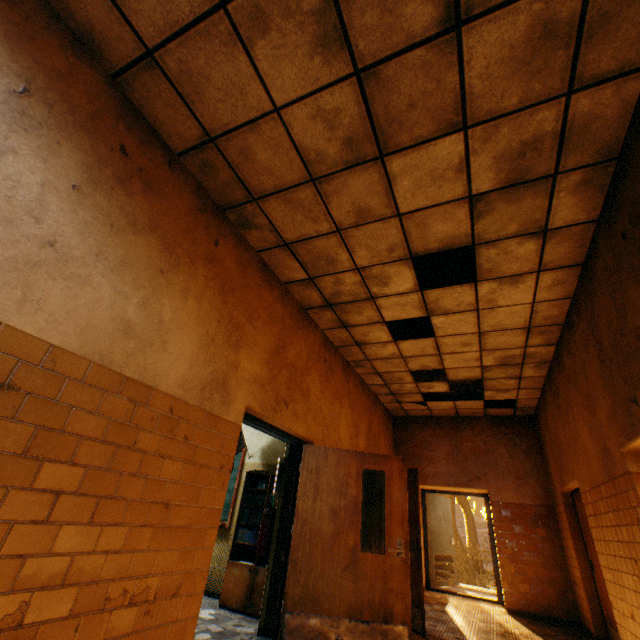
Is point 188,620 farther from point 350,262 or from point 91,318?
point 350,262

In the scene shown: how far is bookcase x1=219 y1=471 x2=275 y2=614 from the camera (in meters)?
4.51

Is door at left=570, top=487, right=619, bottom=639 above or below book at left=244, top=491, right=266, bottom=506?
below

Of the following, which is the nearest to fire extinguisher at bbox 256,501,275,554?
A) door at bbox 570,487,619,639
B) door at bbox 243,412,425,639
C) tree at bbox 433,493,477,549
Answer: door at bbox 243,412,425,639

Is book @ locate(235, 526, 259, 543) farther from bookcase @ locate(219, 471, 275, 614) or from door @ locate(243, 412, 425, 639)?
door @ locate(243, 412, 425, 639)

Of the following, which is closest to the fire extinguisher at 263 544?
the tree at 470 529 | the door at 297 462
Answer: the door at 297 462

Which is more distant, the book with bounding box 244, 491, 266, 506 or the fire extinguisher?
the book with bounding box 244, 491, 266, 506

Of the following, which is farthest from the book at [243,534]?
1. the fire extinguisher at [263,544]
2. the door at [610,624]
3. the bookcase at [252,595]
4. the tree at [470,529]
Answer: the tree at [470,529]
